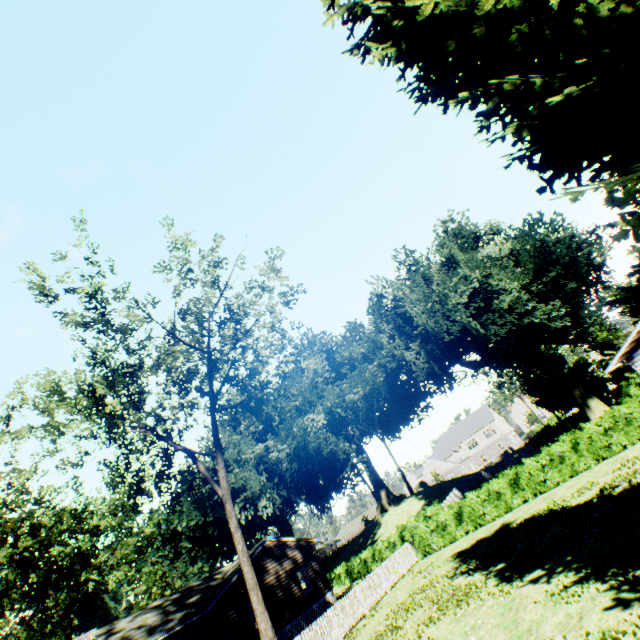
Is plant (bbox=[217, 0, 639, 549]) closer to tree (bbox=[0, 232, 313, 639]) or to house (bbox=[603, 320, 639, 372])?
house (bbox=[603, 320, 639, 372])

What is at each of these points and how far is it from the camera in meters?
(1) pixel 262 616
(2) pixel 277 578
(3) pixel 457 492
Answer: (1) tree, 15.6
(2) house, 25.2
(3) fence, 33.9

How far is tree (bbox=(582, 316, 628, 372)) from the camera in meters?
40.7

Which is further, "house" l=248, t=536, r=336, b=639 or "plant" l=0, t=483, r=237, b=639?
"plant" l=0, t=483, r=237, b=639

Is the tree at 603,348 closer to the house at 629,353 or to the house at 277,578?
the house at 629,353

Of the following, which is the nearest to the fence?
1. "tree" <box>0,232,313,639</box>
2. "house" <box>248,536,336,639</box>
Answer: "tree" <box>0,232,313,639</box>

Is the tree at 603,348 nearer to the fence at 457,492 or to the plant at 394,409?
the plant at 394,409

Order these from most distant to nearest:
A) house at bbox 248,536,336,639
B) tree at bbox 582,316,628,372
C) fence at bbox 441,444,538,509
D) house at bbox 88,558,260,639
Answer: tree at bbox 582,316,628,372 → fence at bbox 441,444,538,509 → house at bbox 248,536,336,639 → house at bbox 88,558,260,639
